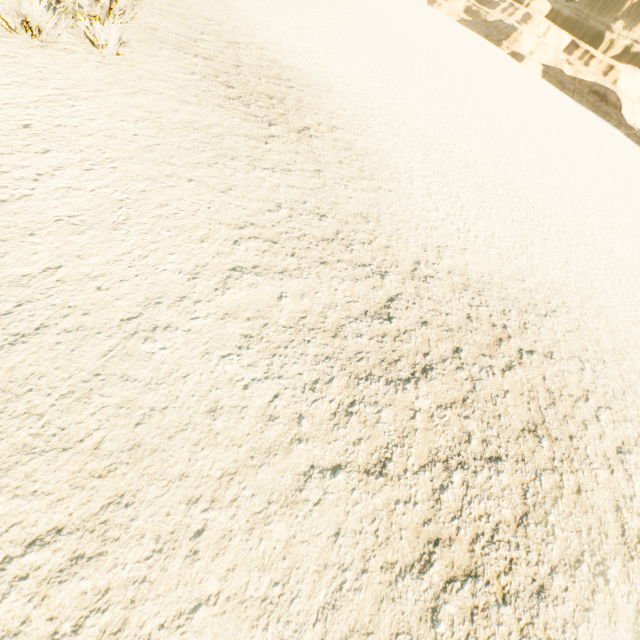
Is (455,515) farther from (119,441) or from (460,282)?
(460,282)
